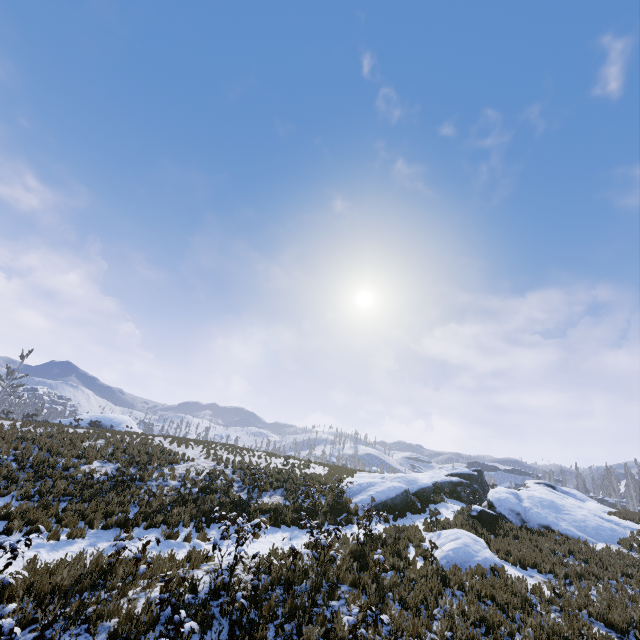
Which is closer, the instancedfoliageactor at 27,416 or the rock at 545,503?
the rock at 545,503

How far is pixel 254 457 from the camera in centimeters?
2570cm

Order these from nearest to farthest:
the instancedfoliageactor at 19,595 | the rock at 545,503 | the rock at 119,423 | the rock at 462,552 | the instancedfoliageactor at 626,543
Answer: the instancedfoliageactor at 19,595 → the rock at 462,552 → the instancedfoliageactor at 626,543 → the rock at 545,503 → the rock at 119,423

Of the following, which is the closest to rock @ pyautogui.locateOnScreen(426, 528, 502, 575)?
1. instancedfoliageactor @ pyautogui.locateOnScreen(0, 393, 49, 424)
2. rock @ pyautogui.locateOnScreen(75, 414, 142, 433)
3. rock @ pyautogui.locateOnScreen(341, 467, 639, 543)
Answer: rock @ pyautogui.locateOnScreen(341, 467, 639, 543)

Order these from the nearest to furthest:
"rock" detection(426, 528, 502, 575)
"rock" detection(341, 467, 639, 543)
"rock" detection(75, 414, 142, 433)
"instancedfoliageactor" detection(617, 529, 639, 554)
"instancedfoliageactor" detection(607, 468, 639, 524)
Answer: "rock" detection(426, 528, 502, 575)
"instancedfoliageactor" detection(617, 529, 639, 554)
"rock" detection(341, 467, 639, 543)
"instancedfoliageactor" detection(607, 468, 639, 524)
"rock" detection(75, 414, 142, 433)

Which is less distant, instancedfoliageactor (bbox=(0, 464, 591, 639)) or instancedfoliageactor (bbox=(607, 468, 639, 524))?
instancedfoliageactor (bbox=(0, 464, 591, 639))
